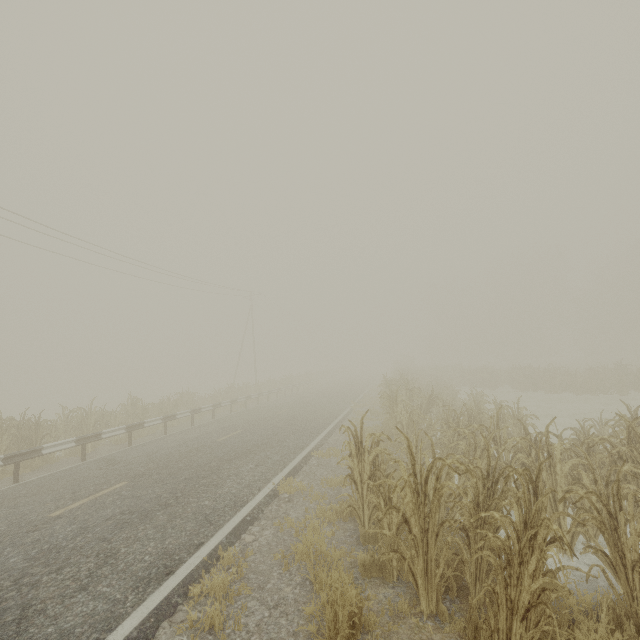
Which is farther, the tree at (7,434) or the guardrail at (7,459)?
the tree at (7,434)

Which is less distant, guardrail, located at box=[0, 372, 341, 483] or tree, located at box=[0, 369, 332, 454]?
guardrail, located at box=[0, 372, 341, 483]

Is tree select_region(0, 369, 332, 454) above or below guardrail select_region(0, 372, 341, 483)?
above

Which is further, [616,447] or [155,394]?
[155,394]

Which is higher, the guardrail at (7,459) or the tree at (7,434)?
the tree at (7,434)
